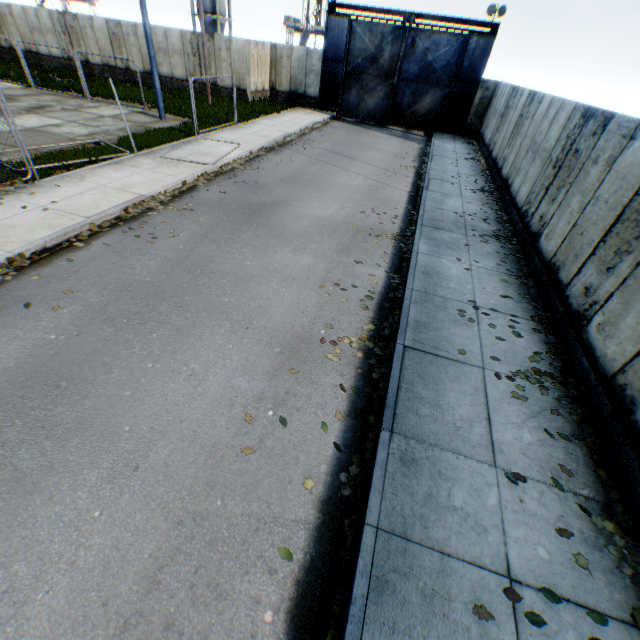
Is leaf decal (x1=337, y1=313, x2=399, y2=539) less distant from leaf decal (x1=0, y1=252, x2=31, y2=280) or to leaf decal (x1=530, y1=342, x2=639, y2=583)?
leaf decal (x1=530, y1=342, x2=639, y2=583)

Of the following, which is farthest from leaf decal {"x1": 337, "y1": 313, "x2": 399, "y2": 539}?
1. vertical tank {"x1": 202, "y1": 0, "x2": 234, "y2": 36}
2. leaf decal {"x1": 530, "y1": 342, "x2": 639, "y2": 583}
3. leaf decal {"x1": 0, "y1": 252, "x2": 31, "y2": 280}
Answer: vertical tank {"x1": 202, "y1": 0, "x2": 234, "y2": 36}

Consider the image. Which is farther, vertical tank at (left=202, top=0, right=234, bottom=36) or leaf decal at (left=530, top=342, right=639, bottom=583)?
vertical tank at (left=202, top=0, right=234, bottom=36)

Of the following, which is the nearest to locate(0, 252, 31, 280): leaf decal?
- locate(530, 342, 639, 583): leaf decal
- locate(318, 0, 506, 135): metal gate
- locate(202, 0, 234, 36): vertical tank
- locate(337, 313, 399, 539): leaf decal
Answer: locate(337, 313, 399, 539): leaf decal

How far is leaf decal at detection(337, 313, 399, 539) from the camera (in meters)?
3.58

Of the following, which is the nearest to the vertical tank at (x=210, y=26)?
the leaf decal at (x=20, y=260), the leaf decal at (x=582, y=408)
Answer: the leaf decal at (x=20, y=260)

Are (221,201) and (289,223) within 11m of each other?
yes
